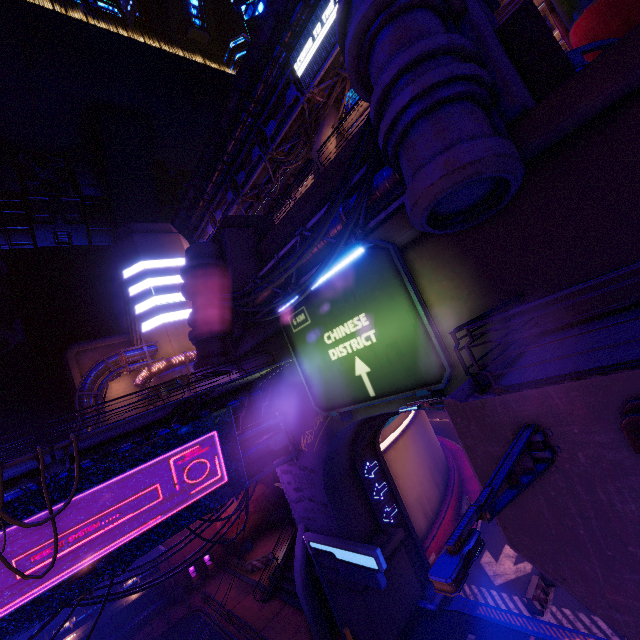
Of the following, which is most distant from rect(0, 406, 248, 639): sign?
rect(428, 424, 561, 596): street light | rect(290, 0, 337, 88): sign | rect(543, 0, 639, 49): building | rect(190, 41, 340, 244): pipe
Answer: rect(290, 0, 337, 88): sign

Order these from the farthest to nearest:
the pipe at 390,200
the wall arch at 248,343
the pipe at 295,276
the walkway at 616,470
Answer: the wall arch at 248,343 < the pipe at 295,276 < the pipe at 390,200 < the walkway at 616,470

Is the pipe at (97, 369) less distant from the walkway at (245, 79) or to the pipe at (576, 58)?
the pipe at (576, 58)

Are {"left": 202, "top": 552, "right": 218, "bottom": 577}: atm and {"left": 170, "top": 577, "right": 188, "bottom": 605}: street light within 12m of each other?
yes

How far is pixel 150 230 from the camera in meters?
43.9

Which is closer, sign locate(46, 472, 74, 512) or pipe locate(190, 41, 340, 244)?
sign locate(46, 472, 74, 512)

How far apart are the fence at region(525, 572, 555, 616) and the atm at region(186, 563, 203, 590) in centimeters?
2888cm

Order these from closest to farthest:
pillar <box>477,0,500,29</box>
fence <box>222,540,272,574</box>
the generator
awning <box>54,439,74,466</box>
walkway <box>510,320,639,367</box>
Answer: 1. walkway <box>510,320,639,367</box>
2. awning <box>54,439,74,466</box>
3. pillar <box>477,0,500,29</box>
4. fence <box>222,540,272,574</box>
5. the generator
